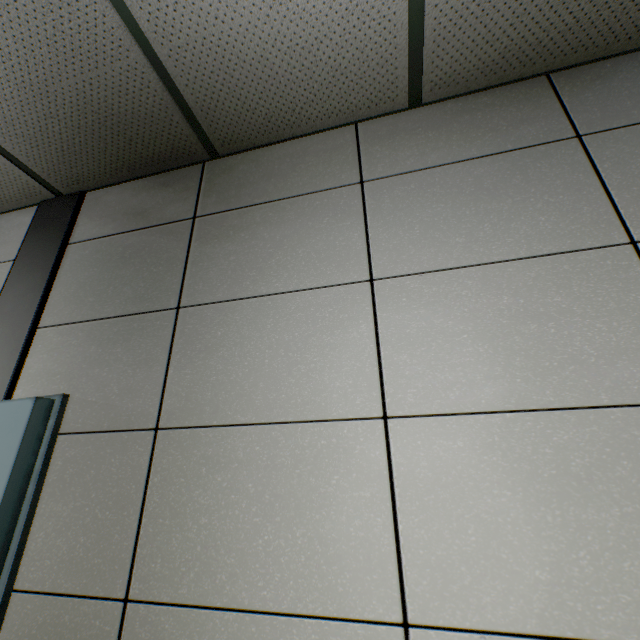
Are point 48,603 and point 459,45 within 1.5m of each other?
no
